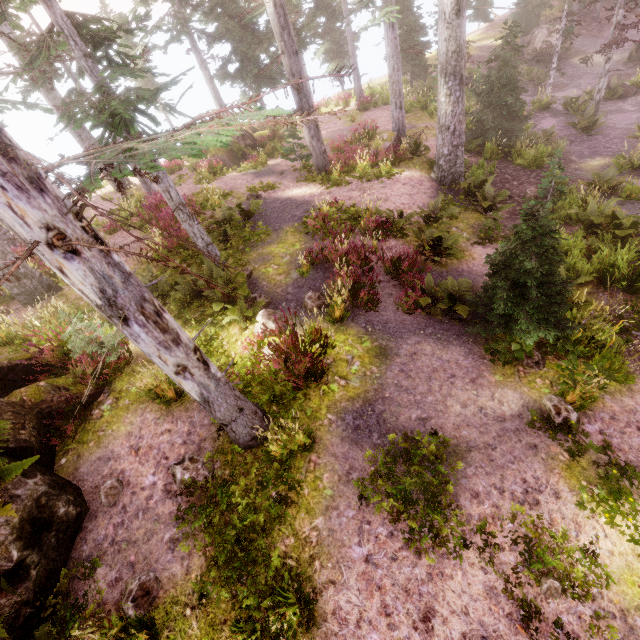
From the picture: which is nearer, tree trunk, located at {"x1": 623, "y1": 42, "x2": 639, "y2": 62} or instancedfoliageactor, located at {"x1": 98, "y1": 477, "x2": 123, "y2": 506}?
instancedfoliageactor, located at {"x1": 98, "y1": 477, "x2": 123, "y2": 506}

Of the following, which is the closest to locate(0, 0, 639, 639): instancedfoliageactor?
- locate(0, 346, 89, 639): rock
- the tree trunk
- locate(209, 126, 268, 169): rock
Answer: locate(0, 346, 89, 639): rock

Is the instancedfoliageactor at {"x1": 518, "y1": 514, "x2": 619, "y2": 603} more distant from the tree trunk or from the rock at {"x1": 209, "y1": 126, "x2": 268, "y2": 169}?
the tree trunk

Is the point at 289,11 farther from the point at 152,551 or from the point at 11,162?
the point at 152,551

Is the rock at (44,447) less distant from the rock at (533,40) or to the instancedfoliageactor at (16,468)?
the instancedfoliageactor at (16,468)

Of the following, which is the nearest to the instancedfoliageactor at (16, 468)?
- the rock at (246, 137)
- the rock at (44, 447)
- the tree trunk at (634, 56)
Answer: the rock at (44, 447)

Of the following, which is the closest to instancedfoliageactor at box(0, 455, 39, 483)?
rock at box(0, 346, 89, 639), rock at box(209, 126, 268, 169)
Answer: rock at box(0, 346, 89, 639)
